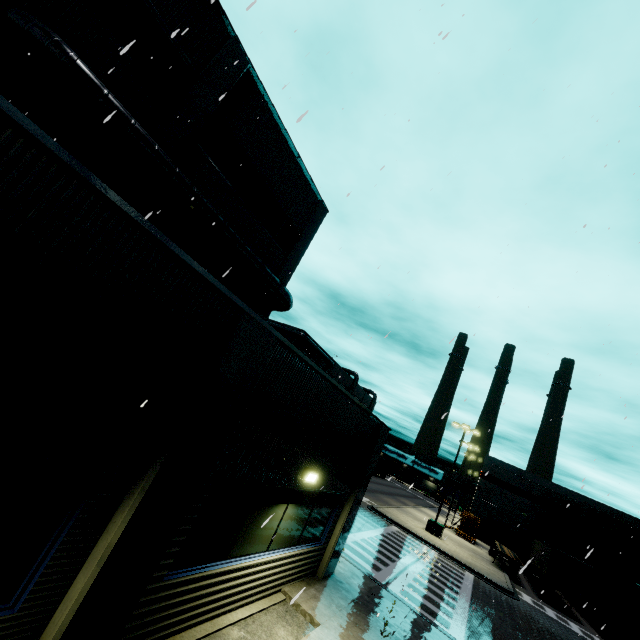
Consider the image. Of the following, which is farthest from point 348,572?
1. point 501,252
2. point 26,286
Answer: point 26,286

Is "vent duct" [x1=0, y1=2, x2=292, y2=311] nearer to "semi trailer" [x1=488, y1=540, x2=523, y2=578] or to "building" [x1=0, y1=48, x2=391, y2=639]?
"building" [x1=0, y1=48, x2=391, y2=639]

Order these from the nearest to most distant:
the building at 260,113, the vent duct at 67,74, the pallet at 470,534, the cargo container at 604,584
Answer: the vent duct at 67,74 → the building at 260,113 → the cargo container at 604,584 → the pallet at 470,534

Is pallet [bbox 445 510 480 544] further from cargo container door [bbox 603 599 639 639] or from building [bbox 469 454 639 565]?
cargo container door [bbox 603 599 639 639]

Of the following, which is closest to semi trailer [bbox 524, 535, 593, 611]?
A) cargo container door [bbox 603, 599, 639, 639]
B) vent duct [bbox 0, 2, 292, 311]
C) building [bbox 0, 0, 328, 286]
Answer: building [bbox 0, 0, 328, 286]

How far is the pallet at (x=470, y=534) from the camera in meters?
35.8 m

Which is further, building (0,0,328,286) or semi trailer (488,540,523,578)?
semi trailer (488,540,523,578)

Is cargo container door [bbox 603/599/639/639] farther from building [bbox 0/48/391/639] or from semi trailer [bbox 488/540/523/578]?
building [bbox 0/48/391/639]
